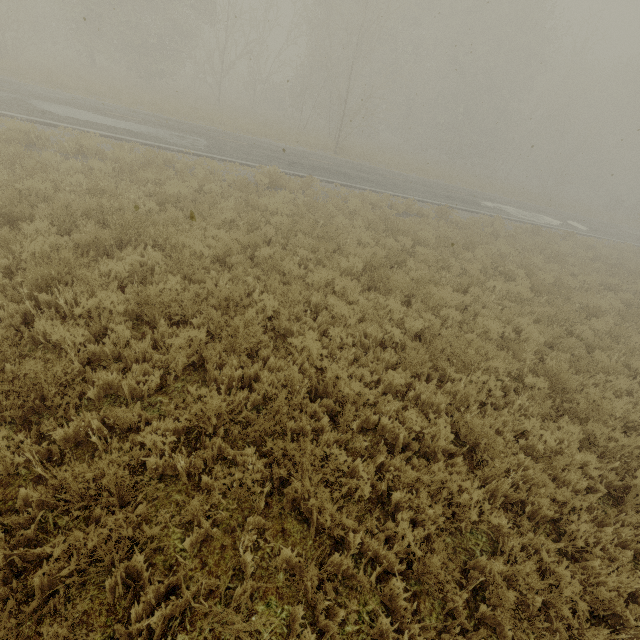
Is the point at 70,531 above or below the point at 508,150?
below
